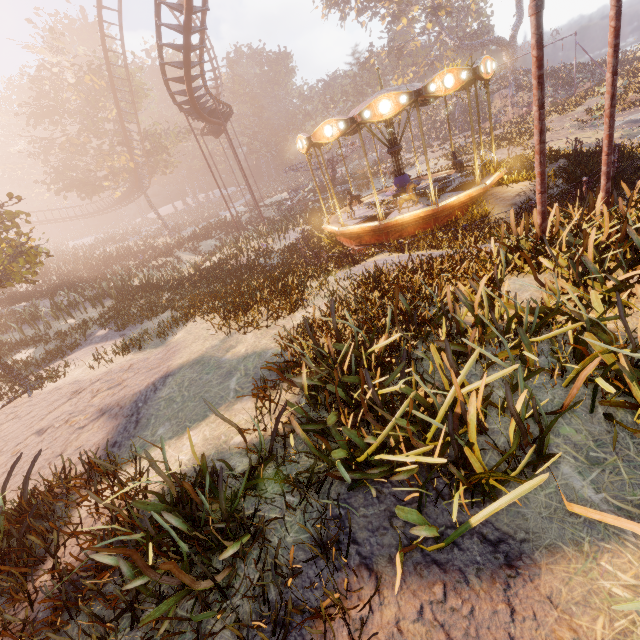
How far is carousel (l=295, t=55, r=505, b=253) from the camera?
10.0m

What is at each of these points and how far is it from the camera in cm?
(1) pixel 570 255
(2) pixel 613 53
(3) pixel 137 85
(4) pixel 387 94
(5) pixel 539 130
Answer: (1) instancedfoliageactor, 509
(2) metal pole, 563
(3) tree, 3316
(4) carousel, 987
(5) metal pole, 530

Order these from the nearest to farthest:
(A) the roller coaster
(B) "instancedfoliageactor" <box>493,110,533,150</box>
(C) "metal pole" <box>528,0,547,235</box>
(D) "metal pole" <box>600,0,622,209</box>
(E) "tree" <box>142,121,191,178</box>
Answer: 1. (C) "metal pole" <box>528,0,547,235</box>
2. (D) "metal pole" <box>600,0,622,209</box>
3. (A) the roller coaster
4. (B) "instancedfoliageactor" <box>493,110,533,150</box>
5. (E) "tree" <box>142,121,191,178</box>

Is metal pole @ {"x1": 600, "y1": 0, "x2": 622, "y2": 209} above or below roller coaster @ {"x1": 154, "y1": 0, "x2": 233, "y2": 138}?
below

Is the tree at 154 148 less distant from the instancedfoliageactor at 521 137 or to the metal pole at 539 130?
the instancedfoliageactor at 521 137

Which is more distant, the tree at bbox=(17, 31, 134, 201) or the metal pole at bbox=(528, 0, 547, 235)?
the tree at bbox=(17, 31, 134, 201)

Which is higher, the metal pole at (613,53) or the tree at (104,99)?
the tree at (104,99)

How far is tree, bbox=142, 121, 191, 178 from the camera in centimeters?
3409cm
